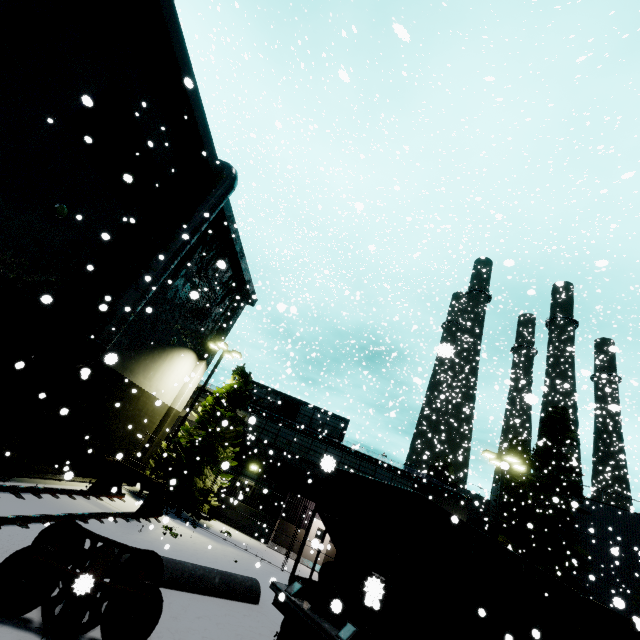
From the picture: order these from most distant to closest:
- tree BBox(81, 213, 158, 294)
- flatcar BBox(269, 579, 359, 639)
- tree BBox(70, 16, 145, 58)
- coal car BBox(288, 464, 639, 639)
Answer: tree BBox(81, 213, 158, 294) < tree BBox(70, 16, 145, 58) < coal car BBox(288, 464, 639, 639) < flatcar BBox(269, 579, 359, 639)

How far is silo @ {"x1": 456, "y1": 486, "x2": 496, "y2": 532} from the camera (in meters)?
38.07

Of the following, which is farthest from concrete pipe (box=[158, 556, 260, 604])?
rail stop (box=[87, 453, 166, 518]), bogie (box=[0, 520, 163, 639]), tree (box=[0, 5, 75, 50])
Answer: rail stop (box=[87, 453, 166, 518])

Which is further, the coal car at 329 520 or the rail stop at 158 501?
the rail stop at 158 501

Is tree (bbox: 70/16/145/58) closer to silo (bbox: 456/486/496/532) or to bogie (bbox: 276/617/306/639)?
silo (bbox: 456/486/496/532)

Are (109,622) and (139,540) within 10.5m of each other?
yes

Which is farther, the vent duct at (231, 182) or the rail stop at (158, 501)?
the rail stop at (158, 501)

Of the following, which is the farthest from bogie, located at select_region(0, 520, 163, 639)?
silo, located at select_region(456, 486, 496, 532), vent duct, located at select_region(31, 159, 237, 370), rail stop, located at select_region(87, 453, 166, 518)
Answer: silo, located at select_region(456, 486, 496, 532)
